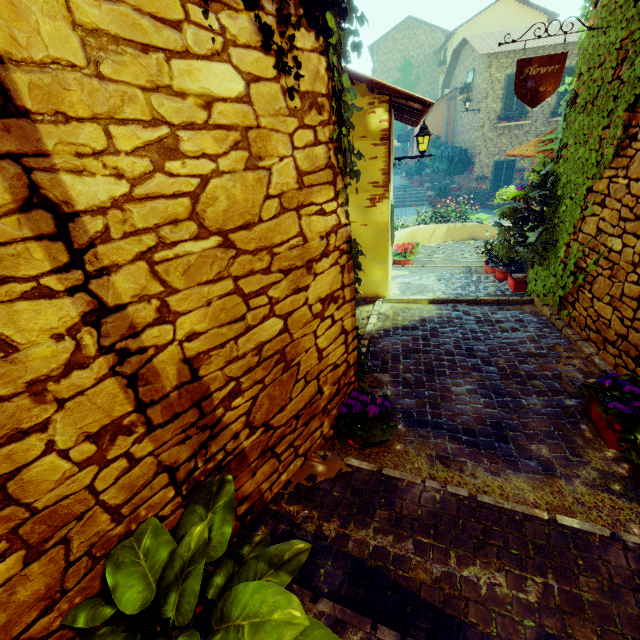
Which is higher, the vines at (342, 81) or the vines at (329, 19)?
the vines at (329, 19)

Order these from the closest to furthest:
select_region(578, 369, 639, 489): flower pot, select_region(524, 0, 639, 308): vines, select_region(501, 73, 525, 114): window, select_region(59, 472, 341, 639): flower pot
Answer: select_region(59, 472, 341, 639): flower pot, select_region(578, 369, 639, 489): flower pot, select_region(524, 0, 639, 308): vines, select_region(501, 73, 525, 114): window

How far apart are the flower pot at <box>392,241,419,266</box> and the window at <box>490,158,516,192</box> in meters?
12.7

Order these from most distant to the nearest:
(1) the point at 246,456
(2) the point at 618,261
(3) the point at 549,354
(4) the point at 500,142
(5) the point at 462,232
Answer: (4) the point at 500,142, (5) the point at 462,232, (3) the point at 549,354, (2) the point at 618,261, (1) the point at 246,456

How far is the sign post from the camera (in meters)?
3.62

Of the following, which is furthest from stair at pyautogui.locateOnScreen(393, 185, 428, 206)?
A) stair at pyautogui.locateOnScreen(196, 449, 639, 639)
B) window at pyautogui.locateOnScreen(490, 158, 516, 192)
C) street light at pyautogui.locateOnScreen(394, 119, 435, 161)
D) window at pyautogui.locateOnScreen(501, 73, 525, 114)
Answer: window at pyautogui.locateOnScreen(501, 73, 525, 114)

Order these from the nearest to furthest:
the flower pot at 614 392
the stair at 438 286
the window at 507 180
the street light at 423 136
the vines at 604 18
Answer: the flower pot at 614 392 < the vines at 604 18 < the stair at 438 286 < the street light at 423 136 < the window at 507 180

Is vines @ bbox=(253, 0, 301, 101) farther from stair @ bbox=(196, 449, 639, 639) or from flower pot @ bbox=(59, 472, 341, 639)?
flower pot @ bbox=(59, 472, 341, 639)
